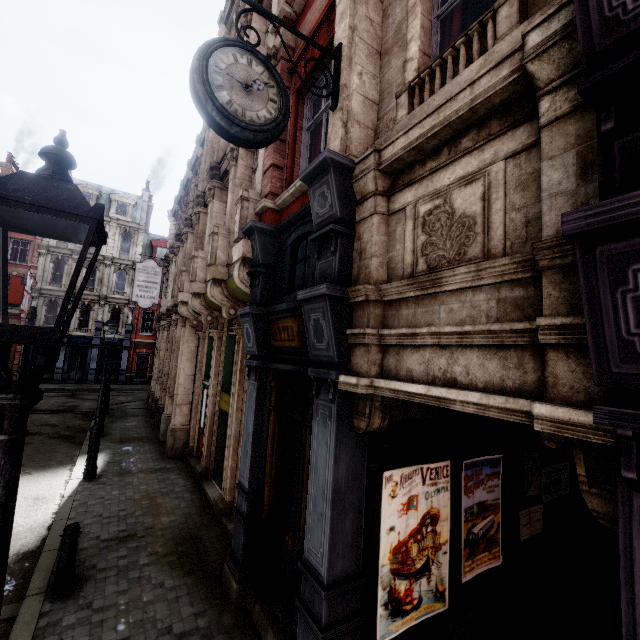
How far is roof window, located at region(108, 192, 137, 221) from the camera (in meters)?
33.25

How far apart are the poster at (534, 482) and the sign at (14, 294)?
37.2 meters

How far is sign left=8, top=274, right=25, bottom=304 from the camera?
27.3 meters

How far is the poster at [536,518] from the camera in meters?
5.4

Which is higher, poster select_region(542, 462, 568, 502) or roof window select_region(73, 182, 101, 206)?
roof window select_region(73, 182, 101, 206)

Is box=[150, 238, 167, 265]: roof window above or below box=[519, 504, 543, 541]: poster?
above

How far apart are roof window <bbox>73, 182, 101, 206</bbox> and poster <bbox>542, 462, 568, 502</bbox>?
40.0 meters

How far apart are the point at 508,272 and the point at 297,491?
4.2m
